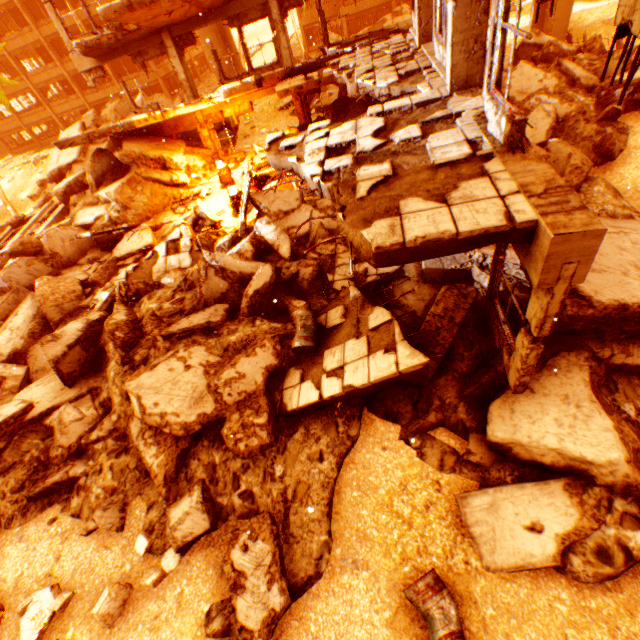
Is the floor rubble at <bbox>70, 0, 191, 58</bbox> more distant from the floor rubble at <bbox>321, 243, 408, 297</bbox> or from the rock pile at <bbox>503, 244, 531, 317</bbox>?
the floor rubble at <bbox>321, 243, 408, 297</bbox>

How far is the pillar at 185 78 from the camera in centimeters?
1412cm

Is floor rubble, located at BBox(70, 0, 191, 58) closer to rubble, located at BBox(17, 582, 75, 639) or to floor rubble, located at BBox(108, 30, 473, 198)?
floor rubble, located at BBox(108, 30, 473, 198)

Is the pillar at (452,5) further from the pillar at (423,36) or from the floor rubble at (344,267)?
the pillar at (423,36)

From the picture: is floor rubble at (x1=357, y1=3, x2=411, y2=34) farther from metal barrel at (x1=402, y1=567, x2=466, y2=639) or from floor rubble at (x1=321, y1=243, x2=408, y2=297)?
metal barrel at (x1=402, y1=567, x2=466, y2=639)

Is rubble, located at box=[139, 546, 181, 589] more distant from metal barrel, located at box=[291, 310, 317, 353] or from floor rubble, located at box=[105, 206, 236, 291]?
floor rubble, located at box=[105, 206, 236, 291]

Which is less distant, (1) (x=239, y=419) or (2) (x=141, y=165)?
(1) (x=239, y=419)

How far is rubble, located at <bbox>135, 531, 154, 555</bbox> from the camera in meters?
5.6 m
